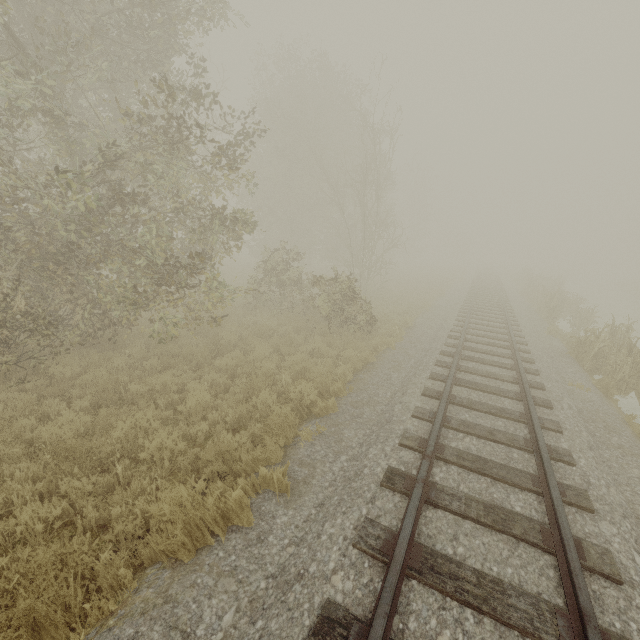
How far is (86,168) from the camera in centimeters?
657cm
